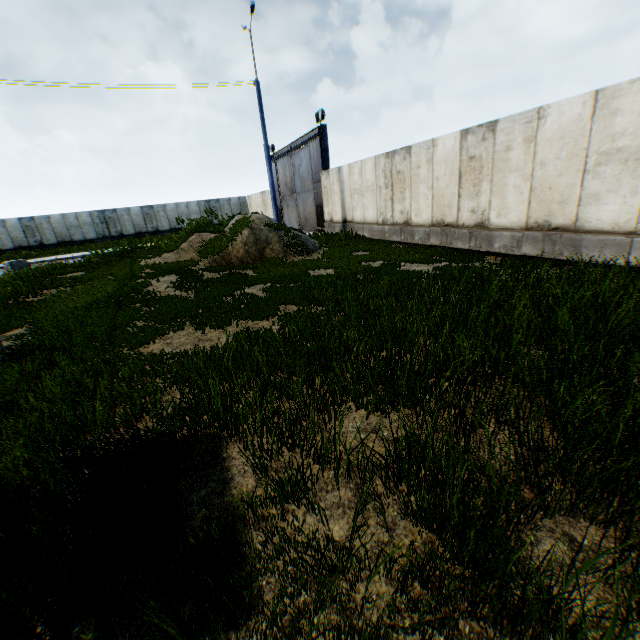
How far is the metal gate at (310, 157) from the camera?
19.5m

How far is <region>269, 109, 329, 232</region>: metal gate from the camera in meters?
19.5 m

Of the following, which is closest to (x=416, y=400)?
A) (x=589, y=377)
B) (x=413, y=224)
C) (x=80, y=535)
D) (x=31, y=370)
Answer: (x=589, y=377)
